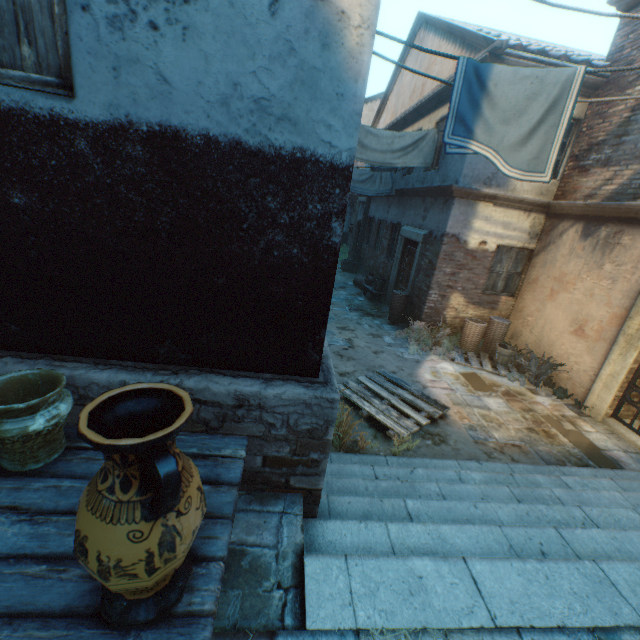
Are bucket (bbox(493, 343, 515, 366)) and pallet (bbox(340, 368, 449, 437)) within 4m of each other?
yes

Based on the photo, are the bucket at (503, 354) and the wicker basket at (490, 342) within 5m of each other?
yes

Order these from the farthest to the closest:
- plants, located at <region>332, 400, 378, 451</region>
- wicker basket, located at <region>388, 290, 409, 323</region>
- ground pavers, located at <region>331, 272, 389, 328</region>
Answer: ground pavers, located at <region>331, 272, 389, 328</region> < wicker basket, located at <region>388, 290, 409, 323</region> < plants, located at <region>332, 400, 378, 451</region>

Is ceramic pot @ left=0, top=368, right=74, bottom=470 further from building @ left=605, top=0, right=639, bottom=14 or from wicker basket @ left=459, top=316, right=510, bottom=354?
wicker basket @ left=459, top=316, right=510, bottom=354

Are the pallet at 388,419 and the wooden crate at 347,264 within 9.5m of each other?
no

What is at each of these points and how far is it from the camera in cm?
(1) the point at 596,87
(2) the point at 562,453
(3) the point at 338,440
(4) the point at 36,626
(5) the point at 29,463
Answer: (1) building, 701
(2) ground stones, 511
(3) plants, 451
(4) table, 106
(5) ceramic pot, 156

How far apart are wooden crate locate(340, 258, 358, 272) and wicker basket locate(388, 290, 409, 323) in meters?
6.8 m

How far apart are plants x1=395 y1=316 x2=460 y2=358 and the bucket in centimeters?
86cm
